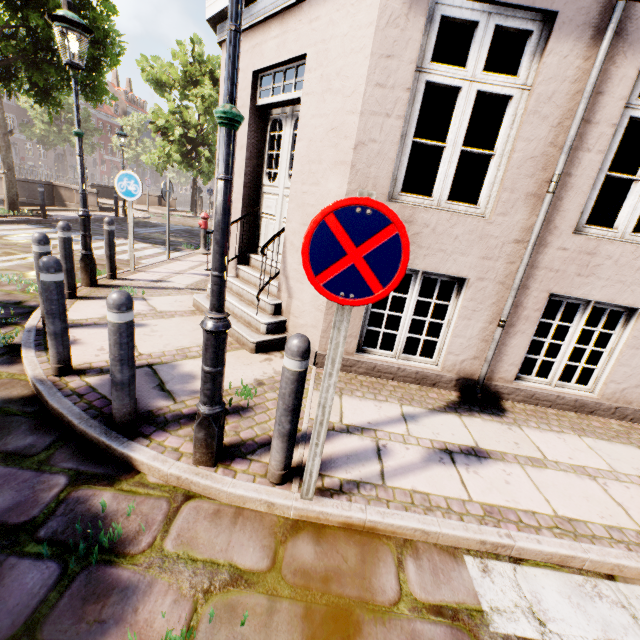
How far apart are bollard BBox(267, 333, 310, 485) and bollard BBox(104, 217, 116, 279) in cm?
542

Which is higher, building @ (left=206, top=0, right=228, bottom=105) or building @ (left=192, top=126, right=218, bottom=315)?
building @ (left=206, top=0, right=228, bottom=105)

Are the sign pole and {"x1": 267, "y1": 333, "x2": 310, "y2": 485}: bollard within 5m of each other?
yes

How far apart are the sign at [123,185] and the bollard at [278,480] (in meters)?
5.96

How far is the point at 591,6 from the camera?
2.8m

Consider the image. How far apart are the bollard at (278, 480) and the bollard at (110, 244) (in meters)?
5.42

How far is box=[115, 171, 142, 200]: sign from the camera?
6.2m

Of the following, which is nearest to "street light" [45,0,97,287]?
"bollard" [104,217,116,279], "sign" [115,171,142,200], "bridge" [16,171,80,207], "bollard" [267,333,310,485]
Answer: "bollard" [104,217,116,279]
